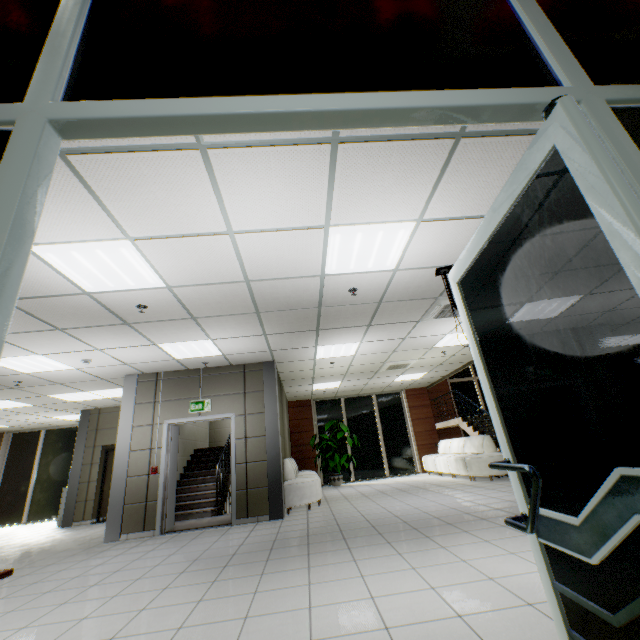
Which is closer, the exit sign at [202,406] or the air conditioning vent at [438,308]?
the air conditioning vent at [438,308]

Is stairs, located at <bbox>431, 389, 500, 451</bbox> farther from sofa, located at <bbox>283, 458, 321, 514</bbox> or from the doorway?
the doorway

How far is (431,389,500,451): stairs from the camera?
9.64m

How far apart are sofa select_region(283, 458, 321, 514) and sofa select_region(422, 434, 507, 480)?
4.0 meters

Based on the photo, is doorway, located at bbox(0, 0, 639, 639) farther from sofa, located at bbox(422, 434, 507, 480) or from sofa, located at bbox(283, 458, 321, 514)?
sofa, located at bbox(422, 434, 507, 480)

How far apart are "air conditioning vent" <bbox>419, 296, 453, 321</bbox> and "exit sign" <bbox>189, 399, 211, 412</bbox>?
4.87m

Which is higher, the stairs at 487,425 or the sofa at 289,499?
the stairs at 487,425

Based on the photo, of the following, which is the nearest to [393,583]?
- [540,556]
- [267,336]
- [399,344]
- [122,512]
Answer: [540,556]
